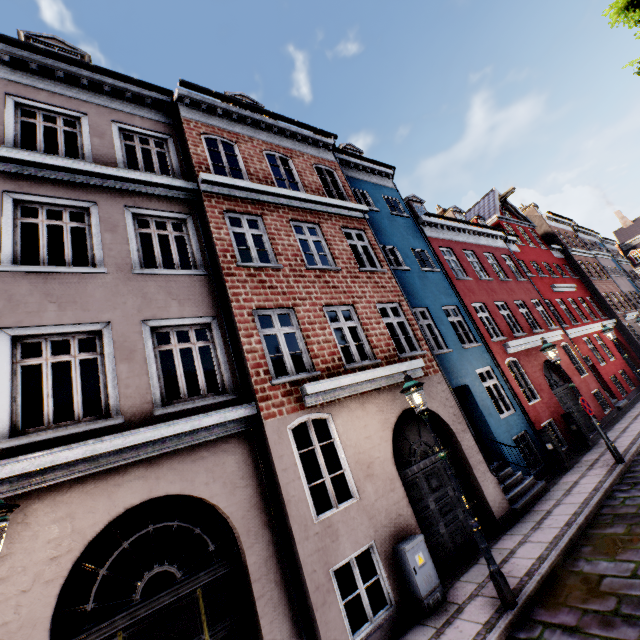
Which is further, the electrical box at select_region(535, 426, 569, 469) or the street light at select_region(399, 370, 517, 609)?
the electrical box at select_region(535, 426, 569, 469)

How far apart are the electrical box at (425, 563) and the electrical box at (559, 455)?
7.18m

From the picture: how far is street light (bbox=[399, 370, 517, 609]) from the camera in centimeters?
508cm

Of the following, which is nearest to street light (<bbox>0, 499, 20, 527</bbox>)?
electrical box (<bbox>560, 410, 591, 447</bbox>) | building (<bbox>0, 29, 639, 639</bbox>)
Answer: building (<bbox>0, 29, 639, 639</bbox>)

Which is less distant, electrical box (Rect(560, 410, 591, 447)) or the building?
the building

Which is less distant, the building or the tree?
the tree

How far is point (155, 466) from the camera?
5.3 meters

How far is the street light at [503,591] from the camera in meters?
5.1
